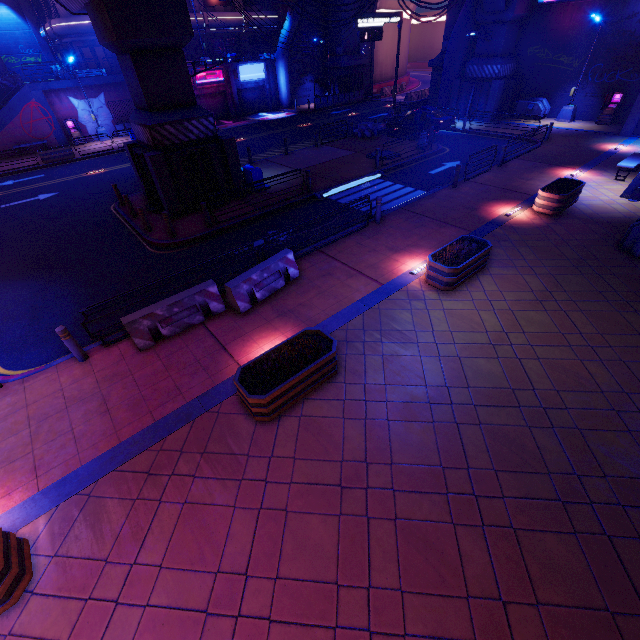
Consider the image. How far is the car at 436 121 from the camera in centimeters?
2314cm

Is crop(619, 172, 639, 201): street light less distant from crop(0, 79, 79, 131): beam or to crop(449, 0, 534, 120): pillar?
crop(449, 0, 534, 120): pillar

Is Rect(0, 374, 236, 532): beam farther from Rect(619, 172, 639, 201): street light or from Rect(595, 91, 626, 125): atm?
Rect(595, 91, 626, 125): atm

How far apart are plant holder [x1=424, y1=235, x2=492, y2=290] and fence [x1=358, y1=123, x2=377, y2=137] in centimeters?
1829cm

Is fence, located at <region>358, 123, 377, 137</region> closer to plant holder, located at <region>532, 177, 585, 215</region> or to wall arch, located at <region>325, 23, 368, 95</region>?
wall arch, located at <region>325, 23, 368, 95</region>

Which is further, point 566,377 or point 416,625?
point 566,377

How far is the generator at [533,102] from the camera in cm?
2517

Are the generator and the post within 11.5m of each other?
no
